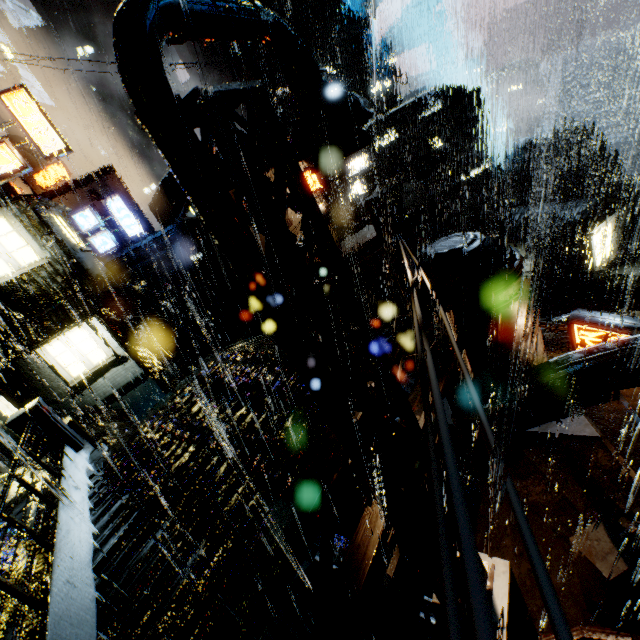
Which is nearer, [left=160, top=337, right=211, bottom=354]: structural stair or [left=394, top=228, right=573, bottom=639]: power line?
[left=394, top=228, right=573, bottom=639]: power line

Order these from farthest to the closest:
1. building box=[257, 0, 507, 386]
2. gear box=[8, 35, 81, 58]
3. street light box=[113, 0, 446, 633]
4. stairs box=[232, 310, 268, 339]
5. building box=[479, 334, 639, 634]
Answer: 1. gear box=[8, 35, 81, 58]
2. stairs box=[232, 310, 268, 339]
3. building box=[257, 0, 507, 386]
4. building box=[479, 334, 639, 634]
5. street light box=[113, 0, 446, 633]

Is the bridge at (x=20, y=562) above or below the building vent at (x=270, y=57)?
below

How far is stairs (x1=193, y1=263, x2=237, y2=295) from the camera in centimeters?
3756cm

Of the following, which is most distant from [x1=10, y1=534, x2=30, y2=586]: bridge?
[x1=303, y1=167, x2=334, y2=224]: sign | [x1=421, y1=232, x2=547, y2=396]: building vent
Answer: [x1=303, y1=167, x2=334, y2=224]: sign

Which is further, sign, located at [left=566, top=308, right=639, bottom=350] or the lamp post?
sign, located at [left=566, top=308, right=639, bottom=350]

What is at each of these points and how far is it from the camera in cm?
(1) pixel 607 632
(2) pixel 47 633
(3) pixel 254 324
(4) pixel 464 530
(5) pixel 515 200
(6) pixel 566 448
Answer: (1) building vent, 785
(2) bridge, 444
(3) stairs, 3191
(4) power line, 85
(5) rock, 5350
(6) building, 1152

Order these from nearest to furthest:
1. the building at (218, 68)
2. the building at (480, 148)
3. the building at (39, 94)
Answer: the building at (480, 148), the building at (39, 94), the building at (218, 68)
